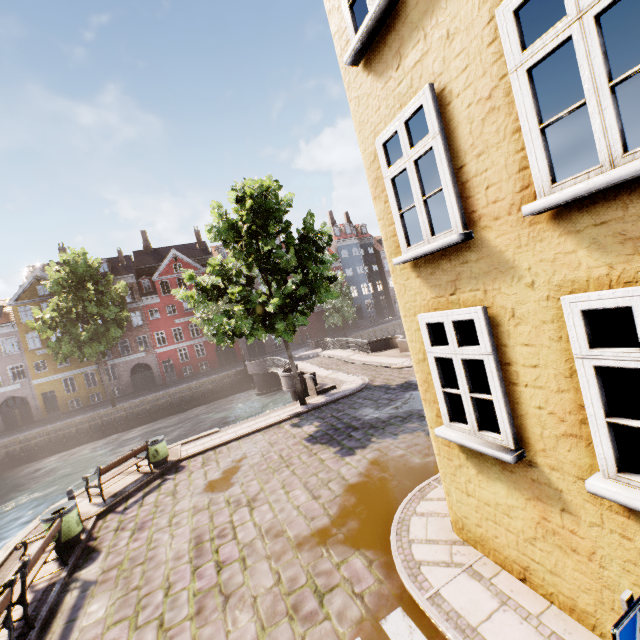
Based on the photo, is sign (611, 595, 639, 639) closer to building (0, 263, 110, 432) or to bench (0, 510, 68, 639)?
bench (0, 510, 68, 639)

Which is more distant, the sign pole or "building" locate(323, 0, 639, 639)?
"building" locate(323, 0, 639, 639)

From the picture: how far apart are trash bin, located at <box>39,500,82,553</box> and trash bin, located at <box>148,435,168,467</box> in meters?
3.5 m

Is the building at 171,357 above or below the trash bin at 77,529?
above

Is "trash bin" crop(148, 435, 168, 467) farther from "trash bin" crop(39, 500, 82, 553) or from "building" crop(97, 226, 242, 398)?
"building" crop(97, 226, 242, 398)

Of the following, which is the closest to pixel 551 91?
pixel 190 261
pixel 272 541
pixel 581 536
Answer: pixel 581 536

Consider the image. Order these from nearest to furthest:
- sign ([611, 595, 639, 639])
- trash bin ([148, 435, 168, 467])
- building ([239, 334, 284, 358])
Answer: sign ([611, 595, 639, 639])
trash bin ([148, 435, 168, 467])
building ([239, 334, 284, 358])

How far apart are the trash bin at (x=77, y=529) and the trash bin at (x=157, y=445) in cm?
354
